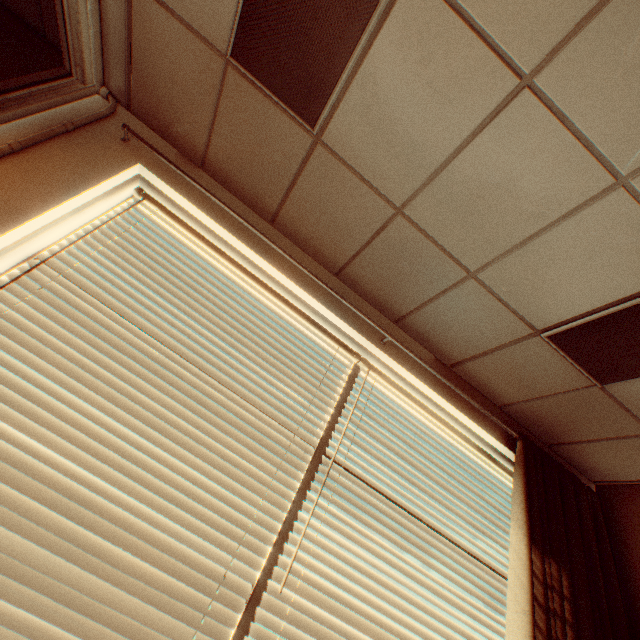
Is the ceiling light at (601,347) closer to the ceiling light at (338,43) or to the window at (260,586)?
the window at (260,586)

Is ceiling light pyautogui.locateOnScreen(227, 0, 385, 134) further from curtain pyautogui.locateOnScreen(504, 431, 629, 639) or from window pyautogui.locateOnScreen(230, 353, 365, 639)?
curtain pyautogui.locateOnScreen(504, 431, 629, 639)

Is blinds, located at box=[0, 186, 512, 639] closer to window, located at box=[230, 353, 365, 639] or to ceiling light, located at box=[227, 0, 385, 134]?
window, located at box=[230, 353, 365, 639]

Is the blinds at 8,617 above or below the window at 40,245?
below

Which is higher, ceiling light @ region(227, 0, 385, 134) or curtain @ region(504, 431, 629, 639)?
ceiling light @ region(227, 0, 385, 134)

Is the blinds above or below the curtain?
below

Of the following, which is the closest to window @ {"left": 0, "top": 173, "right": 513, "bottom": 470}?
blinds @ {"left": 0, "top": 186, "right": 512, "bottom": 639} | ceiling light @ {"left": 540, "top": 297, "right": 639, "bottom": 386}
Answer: blinds @ {"left": 0, "top": 186, "right": 512, "bottom": 639}

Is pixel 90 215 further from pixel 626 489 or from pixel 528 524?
pixel 626 489
